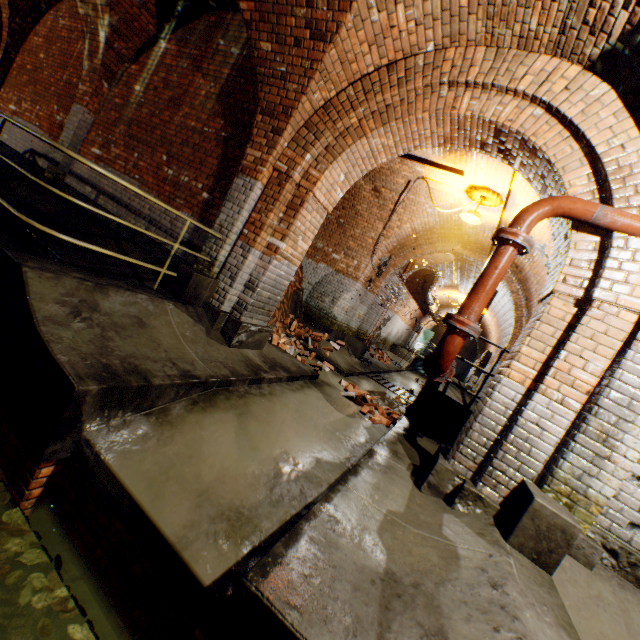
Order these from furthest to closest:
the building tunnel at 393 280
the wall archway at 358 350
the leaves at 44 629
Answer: the building tunnel at 393 280 → the wall archway at 358 350 → the leaves at 44 629

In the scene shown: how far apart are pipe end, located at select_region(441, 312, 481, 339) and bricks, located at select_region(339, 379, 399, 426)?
2.55m

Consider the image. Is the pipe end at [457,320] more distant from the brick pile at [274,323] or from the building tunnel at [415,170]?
the brick pile at [274,323]

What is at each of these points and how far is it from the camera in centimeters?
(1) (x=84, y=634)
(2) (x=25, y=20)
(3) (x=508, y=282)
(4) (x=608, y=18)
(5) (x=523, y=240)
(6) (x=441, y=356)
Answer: (1) leaves, 195cm
(2) support arch, 815cm
(3) wall archway, 911cm
(4) support arch, 283cm
(5) pipe end, 314cm
(6) pipe, 339cm

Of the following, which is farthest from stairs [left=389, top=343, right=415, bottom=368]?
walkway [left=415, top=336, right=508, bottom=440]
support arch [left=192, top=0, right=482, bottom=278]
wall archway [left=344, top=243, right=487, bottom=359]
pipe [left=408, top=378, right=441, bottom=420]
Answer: pipe [left=408, top=378, right=441, bottom=420]

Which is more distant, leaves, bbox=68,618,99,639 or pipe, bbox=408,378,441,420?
pipe, bbox=408,378,441,420

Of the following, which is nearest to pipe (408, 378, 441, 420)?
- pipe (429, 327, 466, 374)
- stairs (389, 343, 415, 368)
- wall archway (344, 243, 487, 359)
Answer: pipe (429, 327, 466, 374)

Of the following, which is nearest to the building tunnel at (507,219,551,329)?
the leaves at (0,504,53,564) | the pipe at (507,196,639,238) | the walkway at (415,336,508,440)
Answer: the walkway at (415,336,508,440)
